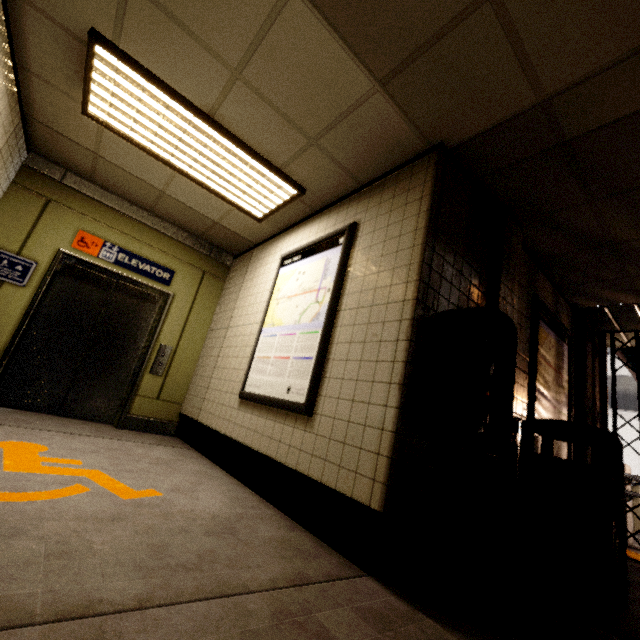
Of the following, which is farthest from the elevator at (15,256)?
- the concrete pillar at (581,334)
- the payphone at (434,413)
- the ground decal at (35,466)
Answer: the concrete pillar at (581,334)

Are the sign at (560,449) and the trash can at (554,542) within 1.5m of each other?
yes

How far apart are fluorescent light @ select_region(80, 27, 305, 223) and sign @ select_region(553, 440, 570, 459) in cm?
269

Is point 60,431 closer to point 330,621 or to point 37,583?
point 37,583

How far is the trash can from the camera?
2.12m

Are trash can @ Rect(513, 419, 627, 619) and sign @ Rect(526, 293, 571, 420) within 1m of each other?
yes

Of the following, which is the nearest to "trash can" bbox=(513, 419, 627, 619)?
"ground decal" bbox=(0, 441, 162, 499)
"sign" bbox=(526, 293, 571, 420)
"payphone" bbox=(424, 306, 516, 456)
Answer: "sign" bbox=(526, 293, 571, 420)

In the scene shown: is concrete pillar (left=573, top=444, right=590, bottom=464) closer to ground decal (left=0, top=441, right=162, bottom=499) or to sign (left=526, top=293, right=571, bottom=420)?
sign (left=526, top=293, right=571, bottom=420)
